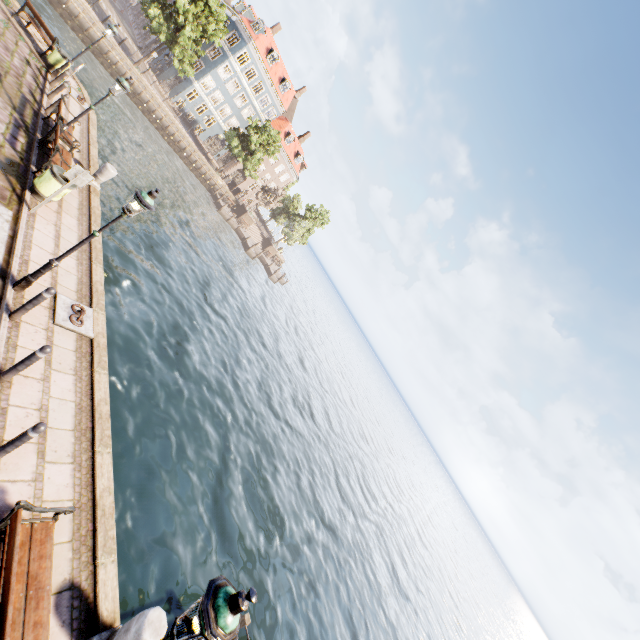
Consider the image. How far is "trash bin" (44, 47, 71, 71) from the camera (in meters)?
14.44

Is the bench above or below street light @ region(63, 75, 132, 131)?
below

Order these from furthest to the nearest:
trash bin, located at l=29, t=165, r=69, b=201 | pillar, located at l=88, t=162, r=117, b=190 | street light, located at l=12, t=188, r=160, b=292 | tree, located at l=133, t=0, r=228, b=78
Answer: tree, located at l=133, t=0, r=228, b=78, pillar, located at l=88, t=162, r=117, b=190, trash bin, located at l=29, t=165, r=69, b=201, street light, located at l=12, t=188, r=160, b=292

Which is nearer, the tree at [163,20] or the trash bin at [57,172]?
the trash bin at [57,172]

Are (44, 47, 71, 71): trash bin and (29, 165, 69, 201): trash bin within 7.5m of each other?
no

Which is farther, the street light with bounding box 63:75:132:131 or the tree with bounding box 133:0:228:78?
the tree with bounding box 133:0:228:78

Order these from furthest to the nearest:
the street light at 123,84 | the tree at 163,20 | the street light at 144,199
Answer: the tree at 163,20 < the street light at 123,84 < the street light at 144,199

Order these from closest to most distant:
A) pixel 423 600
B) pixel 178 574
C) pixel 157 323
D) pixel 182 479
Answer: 1. pixel 178 574
2. pixel 182 479
3. pixel 157 323
4. pixel 423 600
